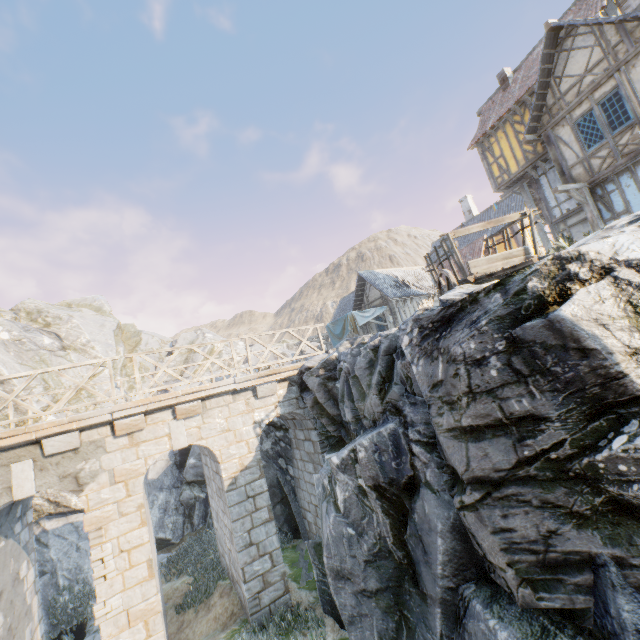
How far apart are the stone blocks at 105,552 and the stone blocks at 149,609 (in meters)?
0.76

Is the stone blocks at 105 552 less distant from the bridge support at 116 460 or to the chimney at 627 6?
the bridge support at 116 460

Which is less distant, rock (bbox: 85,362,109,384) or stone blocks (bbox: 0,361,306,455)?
stone blocks (bbox: 0,361,306,455)

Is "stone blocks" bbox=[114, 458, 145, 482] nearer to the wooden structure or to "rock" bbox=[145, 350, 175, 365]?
"rock" bbox=[145, 350, 175, 365]

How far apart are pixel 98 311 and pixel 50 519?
18.6 meters

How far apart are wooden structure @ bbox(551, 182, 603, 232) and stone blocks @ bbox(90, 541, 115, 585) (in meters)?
17.37

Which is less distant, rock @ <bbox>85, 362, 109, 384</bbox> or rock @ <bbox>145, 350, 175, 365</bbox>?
rock @ <bbox>85, 362, 109, 384</bbox>

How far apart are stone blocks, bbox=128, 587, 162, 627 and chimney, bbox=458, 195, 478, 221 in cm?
3268
